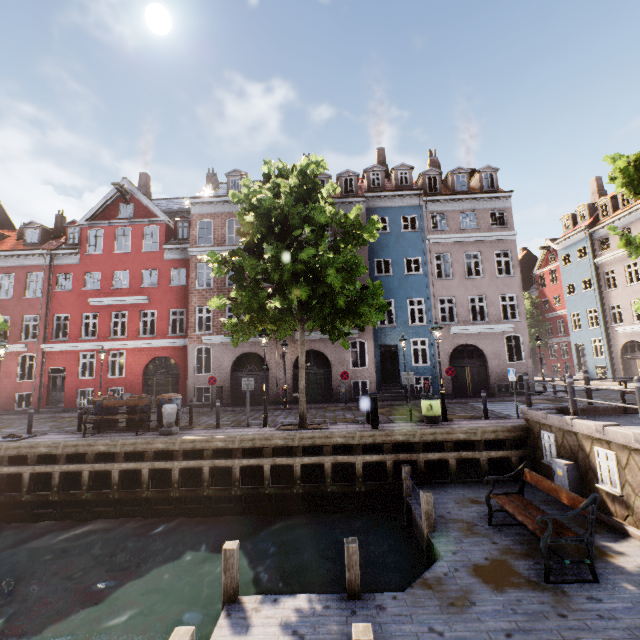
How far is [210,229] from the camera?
25.8 meters

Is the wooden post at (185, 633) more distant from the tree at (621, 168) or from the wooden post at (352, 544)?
the tree at (621, 168)

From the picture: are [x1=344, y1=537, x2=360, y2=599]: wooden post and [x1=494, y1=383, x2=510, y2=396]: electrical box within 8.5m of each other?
no

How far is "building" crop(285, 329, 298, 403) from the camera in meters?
20.3 m

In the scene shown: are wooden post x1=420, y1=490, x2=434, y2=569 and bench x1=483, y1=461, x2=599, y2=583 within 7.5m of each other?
yes

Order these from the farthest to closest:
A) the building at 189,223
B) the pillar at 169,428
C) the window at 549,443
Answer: the building at 189,223 < the pillar at 169,428 < the window at 549,443

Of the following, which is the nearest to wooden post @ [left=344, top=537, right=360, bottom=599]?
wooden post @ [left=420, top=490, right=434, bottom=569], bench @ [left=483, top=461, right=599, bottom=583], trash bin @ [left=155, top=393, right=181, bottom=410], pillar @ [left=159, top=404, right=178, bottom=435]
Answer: wooden post @ [left=420, top=490, right=434, bottom=569]

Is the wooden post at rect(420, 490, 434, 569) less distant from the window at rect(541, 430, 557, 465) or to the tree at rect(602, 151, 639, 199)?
the window at rect(541, 430, 557, 465)
